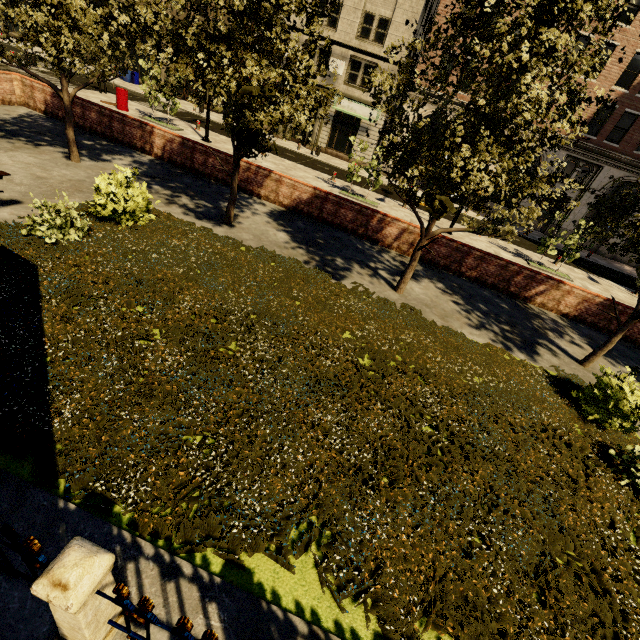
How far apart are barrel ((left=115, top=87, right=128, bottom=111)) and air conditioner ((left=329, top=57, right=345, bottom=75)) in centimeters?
1569cm

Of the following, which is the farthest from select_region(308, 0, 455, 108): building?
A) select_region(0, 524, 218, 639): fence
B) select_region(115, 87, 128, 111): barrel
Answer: select_region(0, 524, 218, 639): fence

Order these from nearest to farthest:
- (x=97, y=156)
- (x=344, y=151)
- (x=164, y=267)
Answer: (x=164, y=267), (x=97, y=156), (x=344, y=151)

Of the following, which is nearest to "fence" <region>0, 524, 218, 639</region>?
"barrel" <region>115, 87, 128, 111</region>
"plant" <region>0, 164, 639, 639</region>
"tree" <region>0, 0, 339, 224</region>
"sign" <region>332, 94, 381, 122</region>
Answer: "plant" <region>0, 164, 639, 639</region>

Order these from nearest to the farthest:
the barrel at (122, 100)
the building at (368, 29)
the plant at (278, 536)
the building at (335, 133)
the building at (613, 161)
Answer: the plant at (278, 536) → the barrel at (122, 100) → the building at (613, 161) → the building at (368, 29) → the building at (335, 133)

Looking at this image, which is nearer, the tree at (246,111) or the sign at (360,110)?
the tree at (246,111)

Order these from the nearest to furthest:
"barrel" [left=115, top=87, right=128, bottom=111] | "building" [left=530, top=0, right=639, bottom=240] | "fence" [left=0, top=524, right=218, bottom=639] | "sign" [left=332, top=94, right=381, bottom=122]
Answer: "fence" [left=0, top=524, right=218, bottom=639]
"barrel" [left=115, top=87, right=128, bottom=111]
"building" [left=530, top=0, right=639, bottom=240]
"sign" [left=332, top=94, right=381, bottom=122]

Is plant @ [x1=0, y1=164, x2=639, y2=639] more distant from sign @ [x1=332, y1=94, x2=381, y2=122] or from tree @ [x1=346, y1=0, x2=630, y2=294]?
sign @ [x1=332, y1=94, x2=381, y2=122]
